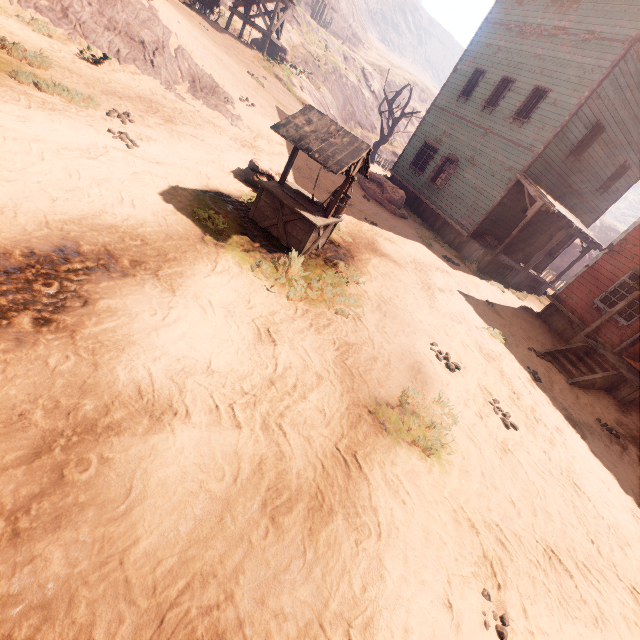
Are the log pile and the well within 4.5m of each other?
no

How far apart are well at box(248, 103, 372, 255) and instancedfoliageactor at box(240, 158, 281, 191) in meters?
0.8

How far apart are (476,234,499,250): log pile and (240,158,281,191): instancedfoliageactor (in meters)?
10.31

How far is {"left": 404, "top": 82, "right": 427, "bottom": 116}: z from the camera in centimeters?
5616cm

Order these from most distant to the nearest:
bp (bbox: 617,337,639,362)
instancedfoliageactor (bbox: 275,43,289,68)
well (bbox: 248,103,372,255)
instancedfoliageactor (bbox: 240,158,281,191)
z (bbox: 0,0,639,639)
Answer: instancedfoliageactor (bbox: 275,43,289,68) → bp (bbox: 617,337,639,362) → instancedfoliageactor (bbox: 240,158,281,191) → well (bbox: 248,103,372,255) → z (bbox: 0,0,639,639)

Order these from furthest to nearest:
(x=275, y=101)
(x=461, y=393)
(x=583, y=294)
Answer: (x=275, y=101) < (x=583, y=294) < (x=461, y=393)

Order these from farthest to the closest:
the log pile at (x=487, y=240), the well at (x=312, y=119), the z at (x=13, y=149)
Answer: the log pile at (x=487, y=240) < the well at (x=312, y=119) < the z at (x=13, y=149)

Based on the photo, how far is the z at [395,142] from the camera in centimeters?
3588cm
